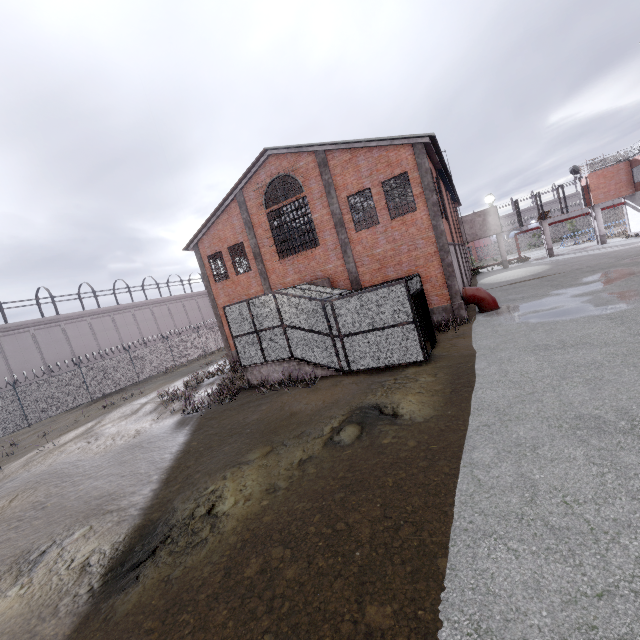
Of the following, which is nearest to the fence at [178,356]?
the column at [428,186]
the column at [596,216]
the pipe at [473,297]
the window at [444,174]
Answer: → the column at [596,216]

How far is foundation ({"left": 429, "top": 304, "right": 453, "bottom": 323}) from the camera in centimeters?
1644cm

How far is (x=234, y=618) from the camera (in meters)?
4.01

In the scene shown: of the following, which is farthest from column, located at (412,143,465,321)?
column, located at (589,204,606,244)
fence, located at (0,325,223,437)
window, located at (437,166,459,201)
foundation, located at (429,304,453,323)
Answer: column, located at (589,204,606,244)

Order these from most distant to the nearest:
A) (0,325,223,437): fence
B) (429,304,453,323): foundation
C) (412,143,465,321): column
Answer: (0,325,223,437): fence, (429,304,453,323): foundation, (412,143,465,321): column

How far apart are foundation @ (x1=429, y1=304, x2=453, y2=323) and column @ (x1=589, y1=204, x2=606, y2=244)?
27.9m

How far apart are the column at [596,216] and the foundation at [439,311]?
27.85m

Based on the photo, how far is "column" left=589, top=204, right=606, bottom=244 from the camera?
32.0m
